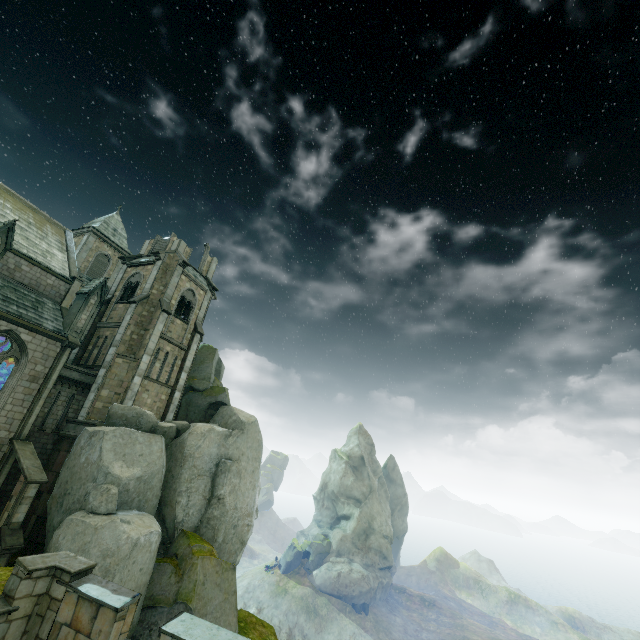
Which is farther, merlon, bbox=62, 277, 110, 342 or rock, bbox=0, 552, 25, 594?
merlon, bbox=62, 277, 110, 342

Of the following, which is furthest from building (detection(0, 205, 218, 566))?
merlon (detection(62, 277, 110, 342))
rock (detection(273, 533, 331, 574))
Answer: rock (detection(273, 533, 331, 574))

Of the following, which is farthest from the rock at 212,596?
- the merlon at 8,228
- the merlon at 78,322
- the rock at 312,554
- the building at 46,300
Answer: the rock at 312,554

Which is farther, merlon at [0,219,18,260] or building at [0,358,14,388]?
building at [0,358,14,388]

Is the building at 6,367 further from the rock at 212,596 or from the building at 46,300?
the building at 46,300

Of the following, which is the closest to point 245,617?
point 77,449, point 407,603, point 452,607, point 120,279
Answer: point 77,449

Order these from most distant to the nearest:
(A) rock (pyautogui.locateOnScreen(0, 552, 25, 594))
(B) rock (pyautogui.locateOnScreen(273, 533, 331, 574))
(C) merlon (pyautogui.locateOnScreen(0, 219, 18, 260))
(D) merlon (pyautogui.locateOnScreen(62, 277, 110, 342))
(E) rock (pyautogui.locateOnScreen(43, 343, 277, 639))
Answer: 1. (B) rock (pyautogui.locateOnScreen(273, 533, 331, 574))
2. (D) merlon (pyautogui.locateOnScreen(62, 277, 110, 342))
3. (C) merlon (pyautogui.locateOnScreen(0, 219, 18, 260))
4. (E) rock (pyautogui.locateOnScreen(43, 343, 277, 639))
5. (A) rock (pyautogui.locateOnScreen(0, 552, 25, 594))

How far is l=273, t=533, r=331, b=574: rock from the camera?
52.59m
